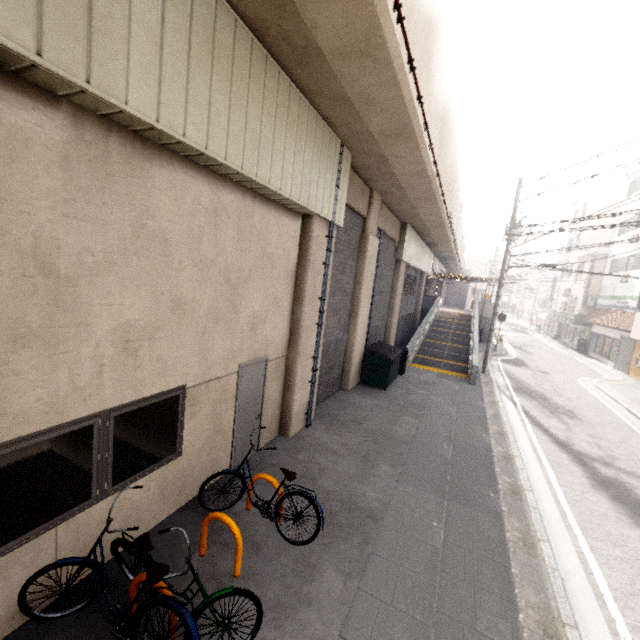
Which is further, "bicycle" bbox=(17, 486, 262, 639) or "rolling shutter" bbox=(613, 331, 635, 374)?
"rolling shutter" bbox=(613, 331, 635, 374)

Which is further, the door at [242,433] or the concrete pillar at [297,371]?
the concrete pillar at [297,371]

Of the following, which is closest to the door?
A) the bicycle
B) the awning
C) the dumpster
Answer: the bicycle

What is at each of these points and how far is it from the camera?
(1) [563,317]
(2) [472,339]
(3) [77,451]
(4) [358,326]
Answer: (1) awning, 31.5 meters
(2) ramp, 19.0 meters
(3) window, 3.5 meters
(4) concrete pillar, 11.3 meters

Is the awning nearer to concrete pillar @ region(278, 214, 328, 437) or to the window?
concrete pillar @ region(278, 214, 328, 437)

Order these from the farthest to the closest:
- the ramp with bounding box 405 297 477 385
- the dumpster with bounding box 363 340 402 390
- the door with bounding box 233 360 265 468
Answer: the ramp with bounding box 405 297 477 385 < the dumpster with bounding box 363 340 402 390 < the door with bounding box 233 360 265 468

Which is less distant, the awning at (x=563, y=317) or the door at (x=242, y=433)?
the door at (x=242, y=433)

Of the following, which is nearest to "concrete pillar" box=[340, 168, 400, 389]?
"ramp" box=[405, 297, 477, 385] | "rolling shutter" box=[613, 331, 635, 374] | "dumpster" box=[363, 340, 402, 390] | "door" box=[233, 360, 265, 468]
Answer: "dumpster" box=[363, 340, 402, 390]
